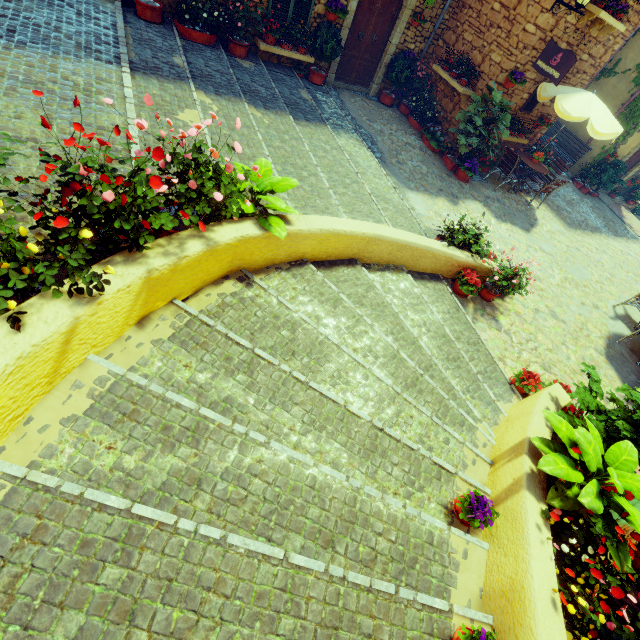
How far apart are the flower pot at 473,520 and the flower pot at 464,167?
8.9 meters

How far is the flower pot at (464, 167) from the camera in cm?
930

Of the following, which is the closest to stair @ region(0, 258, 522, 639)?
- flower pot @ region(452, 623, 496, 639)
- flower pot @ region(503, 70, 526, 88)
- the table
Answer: flower pot @ region(452, 623, 496, 639)

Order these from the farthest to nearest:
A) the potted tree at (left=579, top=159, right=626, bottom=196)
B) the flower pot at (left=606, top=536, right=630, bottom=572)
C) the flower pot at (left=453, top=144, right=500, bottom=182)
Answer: the potted tree at (left=579, top=159, right=626, bottom=196), the flower pot at (left=453, top=144, right=500, bottom=182), the flower pot at (left=606, top=536, right=630, bottom=572)

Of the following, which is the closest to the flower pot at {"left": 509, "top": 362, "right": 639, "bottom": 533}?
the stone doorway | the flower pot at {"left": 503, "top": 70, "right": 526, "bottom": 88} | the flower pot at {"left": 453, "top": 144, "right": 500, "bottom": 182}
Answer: the flower pot at {"left": 453, "top": 144, "right": 500, "bottom": 182}

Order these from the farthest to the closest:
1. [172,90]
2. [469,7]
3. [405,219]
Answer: [469,7] < [405,219] < [172,90]

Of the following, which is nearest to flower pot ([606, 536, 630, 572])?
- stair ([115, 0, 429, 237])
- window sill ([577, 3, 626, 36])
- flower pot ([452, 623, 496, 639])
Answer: stair ([115, 0, 429, 237])

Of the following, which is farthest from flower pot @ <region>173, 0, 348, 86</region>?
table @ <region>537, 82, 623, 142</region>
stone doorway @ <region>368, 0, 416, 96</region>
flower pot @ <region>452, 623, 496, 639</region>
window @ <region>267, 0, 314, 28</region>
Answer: flower pot @ <region>452, 623, 496, 639</region>
